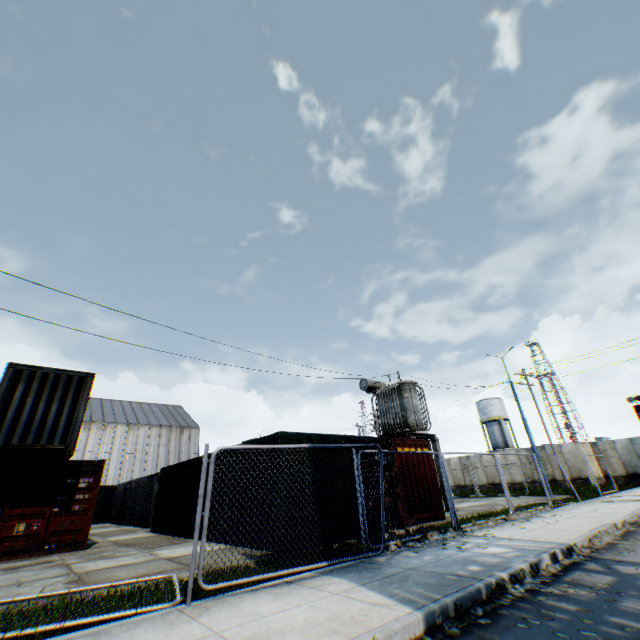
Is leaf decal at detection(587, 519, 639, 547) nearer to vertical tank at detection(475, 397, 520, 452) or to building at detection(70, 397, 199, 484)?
Answer: vertical tank at detection(475, 397, 520, 452)

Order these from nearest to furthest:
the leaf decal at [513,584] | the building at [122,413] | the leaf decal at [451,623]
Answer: the leaf decal at [451,623], the leaf decal at [513,584], the building at [122,413]

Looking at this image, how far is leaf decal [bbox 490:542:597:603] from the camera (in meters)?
4.70

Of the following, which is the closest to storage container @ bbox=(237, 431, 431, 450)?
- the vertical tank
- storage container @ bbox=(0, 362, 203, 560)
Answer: storage container @ bbox=(0, 362, 203, 560)

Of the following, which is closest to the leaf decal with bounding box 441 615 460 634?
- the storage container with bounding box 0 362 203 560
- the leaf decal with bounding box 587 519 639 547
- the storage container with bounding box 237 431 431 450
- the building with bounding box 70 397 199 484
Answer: the leaf decal with bounding box 587 519 639 547

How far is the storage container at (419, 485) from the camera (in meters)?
11.34

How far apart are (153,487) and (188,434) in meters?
31.4

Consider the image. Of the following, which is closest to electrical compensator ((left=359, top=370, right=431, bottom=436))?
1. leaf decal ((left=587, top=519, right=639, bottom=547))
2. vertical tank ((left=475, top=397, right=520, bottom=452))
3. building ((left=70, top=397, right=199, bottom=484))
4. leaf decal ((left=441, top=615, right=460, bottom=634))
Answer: leaf decal ((left=587, top=519, right=639, bottom=547))
